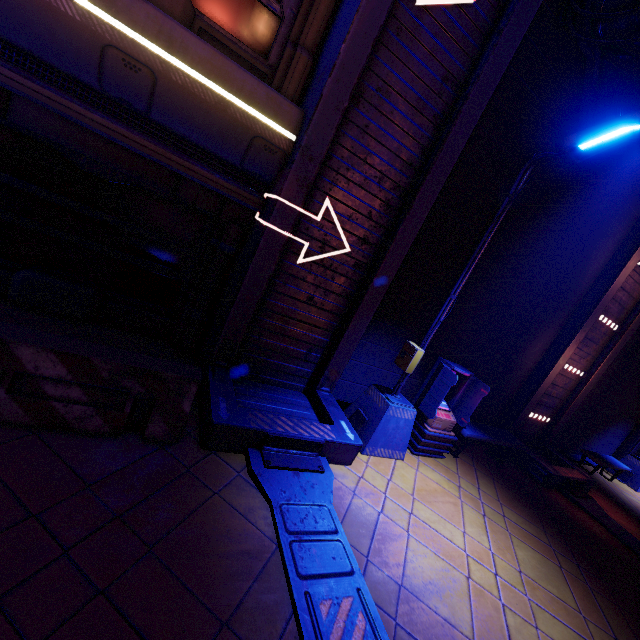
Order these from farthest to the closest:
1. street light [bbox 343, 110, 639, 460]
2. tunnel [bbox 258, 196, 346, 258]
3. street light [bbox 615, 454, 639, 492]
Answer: street light [bbox 615, 454, 639, 492] → tunnel [bbox 258, 196, 346, 258] → street light [bbox 343, 110, 639, 460]

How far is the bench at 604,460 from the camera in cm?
1045

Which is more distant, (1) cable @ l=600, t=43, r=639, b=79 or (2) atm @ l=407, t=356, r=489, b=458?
(2) atm @ l=407, t=356, r=489, b=458

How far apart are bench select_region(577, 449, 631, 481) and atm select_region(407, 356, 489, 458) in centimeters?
717cm

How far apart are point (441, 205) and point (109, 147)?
5.7 meters

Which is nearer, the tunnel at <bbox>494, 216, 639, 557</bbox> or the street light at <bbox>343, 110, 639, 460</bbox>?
the street light at <bbox>343, 110, 639, 460</bbox>

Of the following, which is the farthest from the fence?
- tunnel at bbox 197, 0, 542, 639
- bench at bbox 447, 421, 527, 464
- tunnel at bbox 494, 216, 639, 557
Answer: tunnel at bbox 494, 216, 639, 557

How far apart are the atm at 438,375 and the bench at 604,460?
7.2 meters
